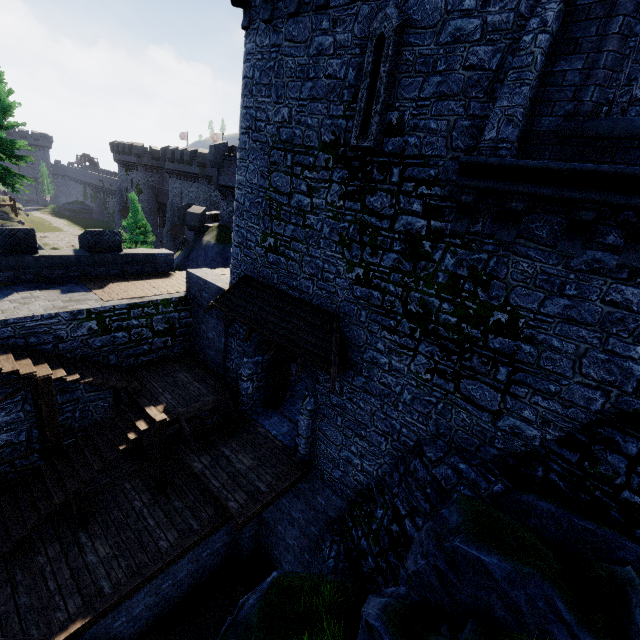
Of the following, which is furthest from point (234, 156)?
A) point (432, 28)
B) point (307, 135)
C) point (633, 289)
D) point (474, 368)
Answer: point (633, 289)

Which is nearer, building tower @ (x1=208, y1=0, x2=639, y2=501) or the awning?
building tower @ (x1=208, y1=0, x2=639, y2=501)

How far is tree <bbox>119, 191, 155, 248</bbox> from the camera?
31.4 meters

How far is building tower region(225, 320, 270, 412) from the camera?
12.1 meters

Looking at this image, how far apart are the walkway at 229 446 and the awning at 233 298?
3.6m

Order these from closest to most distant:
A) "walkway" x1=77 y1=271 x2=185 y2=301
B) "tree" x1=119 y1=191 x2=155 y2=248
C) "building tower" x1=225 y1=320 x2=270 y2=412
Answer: "building tower" x1=225 y1=320 x2=270 y2=412
"walkway" x1=77 y1=271 x2=185 y2=301
"tree" x1=119 y1=191 x2=155 y2=248

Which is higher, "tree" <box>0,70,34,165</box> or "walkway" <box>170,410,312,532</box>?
"tree" <box>0,70,34,165</box>

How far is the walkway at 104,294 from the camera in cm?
1267
